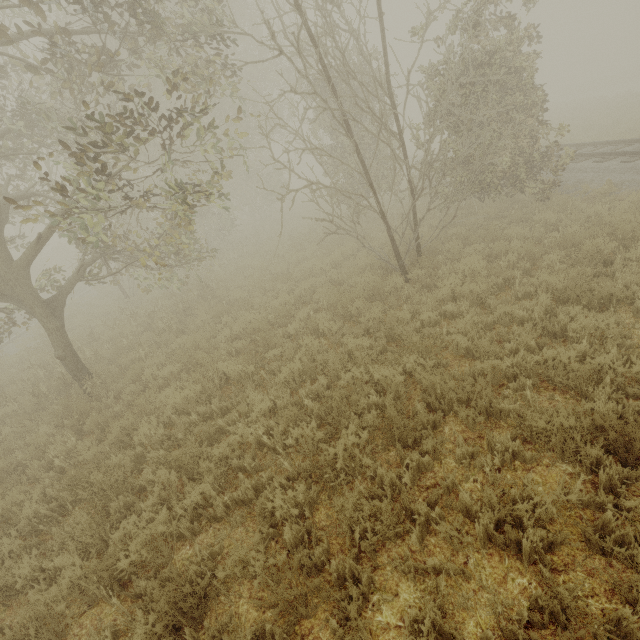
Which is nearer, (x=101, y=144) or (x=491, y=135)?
(x=491, y=135)
